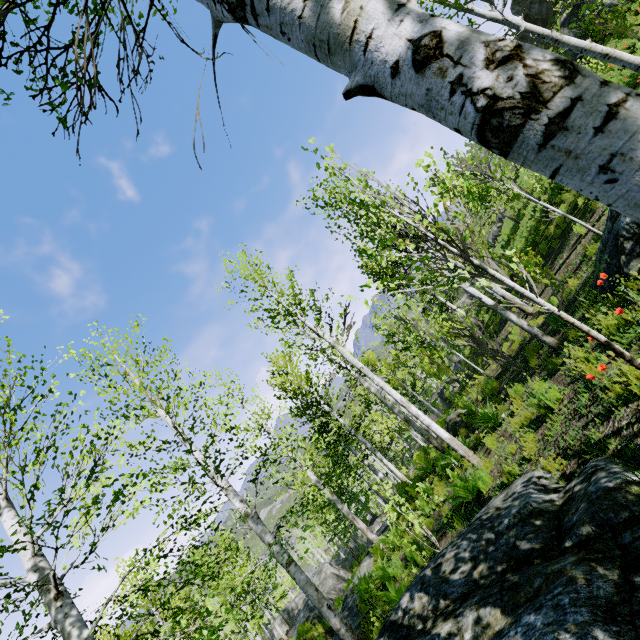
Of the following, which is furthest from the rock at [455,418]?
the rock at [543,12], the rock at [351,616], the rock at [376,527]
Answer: the rock at [543,12]

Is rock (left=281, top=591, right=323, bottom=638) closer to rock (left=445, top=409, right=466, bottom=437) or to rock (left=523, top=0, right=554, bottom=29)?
rock (left=445, top=409, right=466, bottom=437)

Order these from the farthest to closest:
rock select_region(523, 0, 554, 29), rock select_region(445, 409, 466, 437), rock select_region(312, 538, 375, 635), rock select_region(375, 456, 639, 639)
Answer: rock select_region(523, 0, 554, 29) < rock select_region(445, 409, 466, 437) < rock select_region(312, 538, 375, 635) < rock select_region(375, 456, 639, 639)

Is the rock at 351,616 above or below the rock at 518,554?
below

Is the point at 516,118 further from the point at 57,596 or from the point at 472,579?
the point at 57,596

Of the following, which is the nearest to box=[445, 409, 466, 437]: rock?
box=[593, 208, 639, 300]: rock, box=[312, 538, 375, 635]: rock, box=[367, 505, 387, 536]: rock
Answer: box=[367, 505, 387, 536]: rock

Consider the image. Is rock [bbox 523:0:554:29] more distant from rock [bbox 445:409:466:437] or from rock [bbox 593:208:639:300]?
rock [bbox 445:409:466:437]

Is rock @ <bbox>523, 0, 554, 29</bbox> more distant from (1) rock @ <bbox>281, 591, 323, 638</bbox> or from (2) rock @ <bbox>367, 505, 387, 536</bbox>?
(1) rock @ <bbox>281, 591, 323, 638</bbox>
